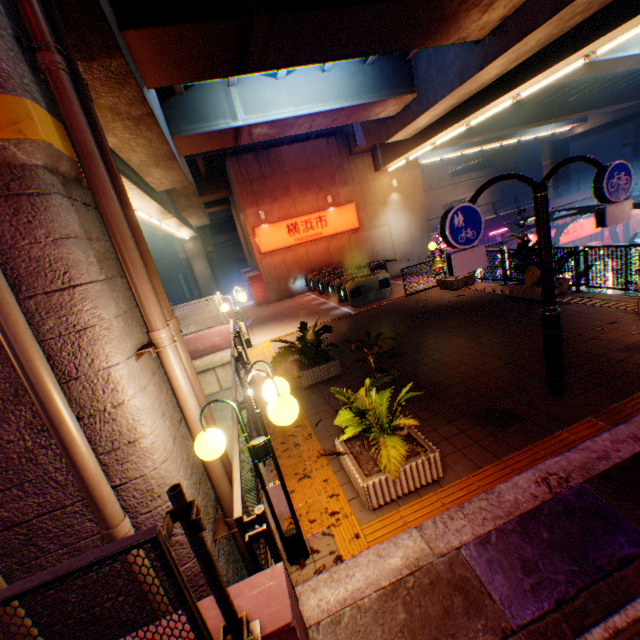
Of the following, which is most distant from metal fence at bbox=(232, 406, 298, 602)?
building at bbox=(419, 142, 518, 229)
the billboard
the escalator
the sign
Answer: building at bbox=(419, 142, 518, 229)

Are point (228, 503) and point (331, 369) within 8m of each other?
yes

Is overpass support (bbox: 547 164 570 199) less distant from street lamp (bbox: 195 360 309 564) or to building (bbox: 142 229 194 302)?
street lamp (bbox: 195 360 309 564)

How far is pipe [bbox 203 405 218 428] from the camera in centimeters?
386cm

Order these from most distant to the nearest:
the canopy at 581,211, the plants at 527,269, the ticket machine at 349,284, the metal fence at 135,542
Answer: the canopy at 581,211
the ticket machine at 349,284
the plants at 527,269
the metal fence at 135,542

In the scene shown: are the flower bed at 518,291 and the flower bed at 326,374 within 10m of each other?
yes

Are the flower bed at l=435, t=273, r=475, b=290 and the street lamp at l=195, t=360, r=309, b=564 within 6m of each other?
no

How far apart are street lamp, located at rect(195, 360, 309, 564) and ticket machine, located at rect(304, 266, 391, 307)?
11.88m
